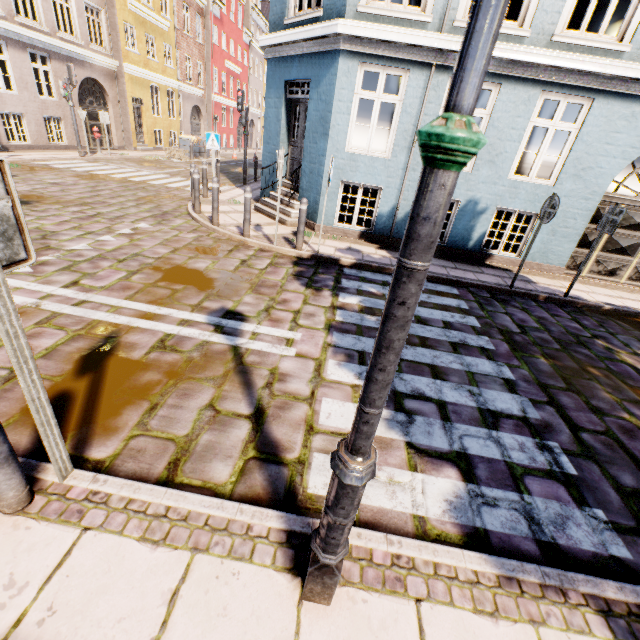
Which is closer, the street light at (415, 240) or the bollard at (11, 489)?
the street light at (415, 240)

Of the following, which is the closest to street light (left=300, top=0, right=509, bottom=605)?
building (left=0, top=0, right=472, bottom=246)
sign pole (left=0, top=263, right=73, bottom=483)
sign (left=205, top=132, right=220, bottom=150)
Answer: sign pole (left=0, top=263, right=73, bottom=483)

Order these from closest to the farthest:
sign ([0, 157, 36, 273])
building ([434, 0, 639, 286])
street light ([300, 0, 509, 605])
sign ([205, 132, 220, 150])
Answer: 1. street light ([300, 0, 509, 605])
2. sign ([0, 157, 36, 273])
3. building ([434, 0, 639, 286])
4. sign ([205, 132, 220, 150])

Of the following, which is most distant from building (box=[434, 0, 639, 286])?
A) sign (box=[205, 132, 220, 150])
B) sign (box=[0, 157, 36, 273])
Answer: sign (box=[0, 157, 36, 273])

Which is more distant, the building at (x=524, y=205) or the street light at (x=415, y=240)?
the building at (x=524, y=205)

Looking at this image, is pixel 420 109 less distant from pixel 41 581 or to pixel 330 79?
pixel 330 79

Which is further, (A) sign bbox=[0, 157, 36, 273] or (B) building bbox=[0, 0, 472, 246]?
(B) building bbox=[0, 0, 472, 246]

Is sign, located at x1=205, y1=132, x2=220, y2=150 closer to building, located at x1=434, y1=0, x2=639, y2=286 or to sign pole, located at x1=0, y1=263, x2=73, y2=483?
building, located at x1=434, y1=0, x2=639, y2=286
